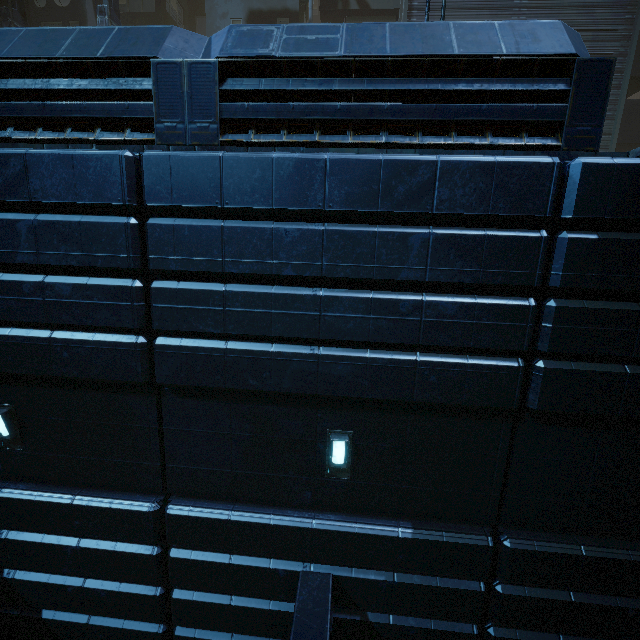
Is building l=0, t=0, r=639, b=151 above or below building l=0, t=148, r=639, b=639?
above

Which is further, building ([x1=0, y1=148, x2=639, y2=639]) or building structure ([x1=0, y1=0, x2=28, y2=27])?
building structure ([x1=0, y1=0, x2=28, y2=27])

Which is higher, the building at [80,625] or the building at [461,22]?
the building at [461,22]

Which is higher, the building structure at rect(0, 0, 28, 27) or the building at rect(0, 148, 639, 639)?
the building structure at rect(0, 0, 28, 27)

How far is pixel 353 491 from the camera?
5.6m

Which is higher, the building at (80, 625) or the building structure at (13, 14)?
the building structure at (13, 14)
